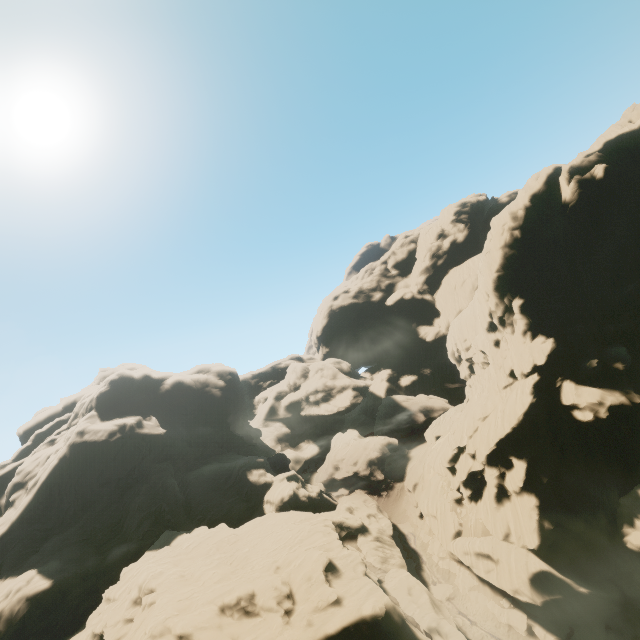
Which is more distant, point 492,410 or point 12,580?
point 492,410

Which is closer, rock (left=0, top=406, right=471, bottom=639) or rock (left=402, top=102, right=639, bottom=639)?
rock (left=0, top=406, right=471, bottom=639)

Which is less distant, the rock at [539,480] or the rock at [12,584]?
the rock at [12,584]
